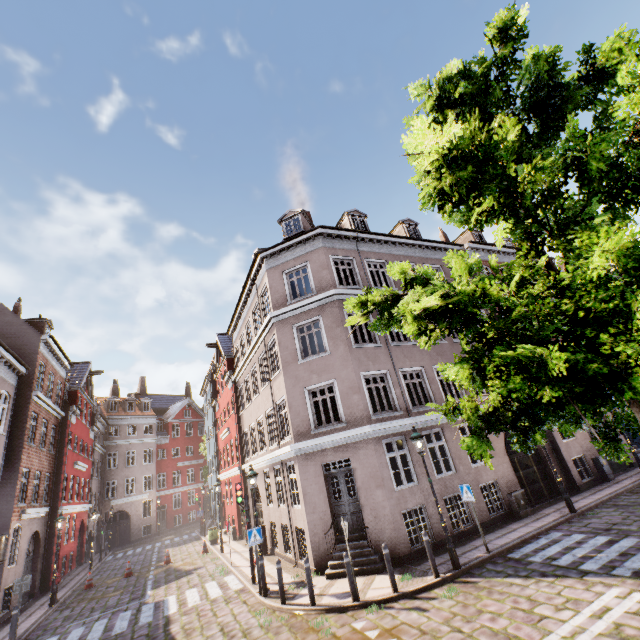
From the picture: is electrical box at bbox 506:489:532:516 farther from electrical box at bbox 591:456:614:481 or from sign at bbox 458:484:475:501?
electrical box at bbox 591:456:614:481

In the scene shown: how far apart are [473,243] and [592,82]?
16.4 meters

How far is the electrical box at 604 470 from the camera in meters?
15.2 m

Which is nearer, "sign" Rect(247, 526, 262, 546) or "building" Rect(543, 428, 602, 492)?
"sign" Rect(247, 526, 262, 546)

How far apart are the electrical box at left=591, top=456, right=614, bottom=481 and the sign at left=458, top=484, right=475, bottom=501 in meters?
10.0 m

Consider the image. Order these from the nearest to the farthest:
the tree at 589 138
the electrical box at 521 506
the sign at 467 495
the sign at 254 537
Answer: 1. the tree at 589 138
2. the sign at 467 495
3. the sign at 254 537
4. the electrical box at 521 506

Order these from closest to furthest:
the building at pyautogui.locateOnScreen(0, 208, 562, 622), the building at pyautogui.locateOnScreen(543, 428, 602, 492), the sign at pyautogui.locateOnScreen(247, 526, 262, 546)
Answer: the sign at pyautogui.locateOnScreen(247, 526, 262, 546) < the building at pyautogui.locateOnScreen(0, 208, 562, 622) < the building at pyautogui.locateOnScreen(543, 428, 602, 492)

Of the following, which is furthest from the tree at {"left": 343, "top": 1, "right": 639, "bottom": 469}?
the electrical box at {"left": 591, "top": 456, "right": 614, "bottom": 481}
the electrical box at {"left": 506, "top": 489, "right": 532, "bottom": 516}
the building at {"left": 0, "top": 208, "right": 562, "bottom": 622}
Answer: the electrical box at {"left": 506, "top": 489, "right": 532, "bottom": 516}
